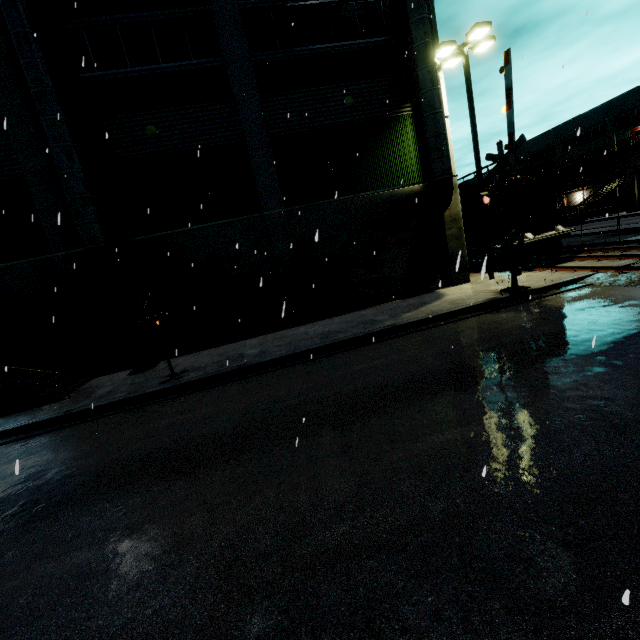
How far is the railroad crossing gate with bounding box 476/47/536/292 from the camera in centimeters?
1009cm

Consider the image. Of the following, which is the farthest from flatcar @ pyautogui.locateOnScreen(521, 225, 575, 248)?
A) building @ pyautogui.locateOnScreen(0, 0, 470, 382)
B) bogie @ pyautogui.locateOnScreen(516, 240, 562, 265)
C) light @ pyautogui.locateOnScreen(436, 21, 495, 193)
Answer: building @ pyautogui.locateOnScreen(0, 0, 470, 382)

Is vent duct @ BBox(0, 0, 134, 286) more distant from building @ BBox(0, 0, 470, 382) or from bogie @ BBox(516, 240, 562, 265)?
bogie @ BBox(516, 240, 562, 265)

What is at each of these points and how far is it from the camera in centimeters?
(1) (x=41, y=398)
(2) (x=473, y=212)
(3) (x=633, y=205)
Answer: (1) metal stair, 1048cm
(2) cargo car, 1702cm
(3) building, 3722cm

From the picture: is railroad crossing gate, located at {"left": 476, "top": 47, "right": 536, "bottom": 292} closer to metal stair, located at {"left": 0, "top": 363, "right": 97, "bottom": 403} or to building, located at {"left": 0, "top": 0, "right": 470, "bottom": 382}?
building, located at {"left": 0, "top": 0, "right": 470, "bottom": 382}

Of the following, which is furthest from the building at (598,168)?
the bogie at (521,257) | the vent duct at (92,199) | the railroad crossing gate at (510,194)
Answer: the bogie at (521,257)

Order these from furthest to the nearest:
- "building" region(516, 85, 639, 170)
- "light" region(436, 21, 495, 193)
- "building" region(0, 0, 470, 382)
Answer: "building" region(516, 85, 639, 170) → "light" region(436, 21, 495, 193) → "building" region(0, 0, 470, 382)

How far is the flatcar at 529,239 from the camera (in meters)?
14.62
